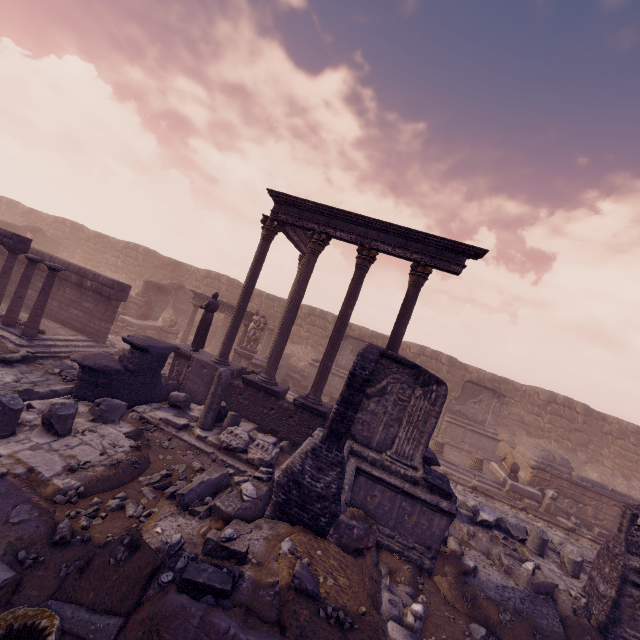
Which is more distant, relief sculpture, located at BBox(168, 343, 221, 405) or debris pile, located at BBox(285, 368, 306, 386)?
debris pile, located at BBox(285, 368, 306, 386)

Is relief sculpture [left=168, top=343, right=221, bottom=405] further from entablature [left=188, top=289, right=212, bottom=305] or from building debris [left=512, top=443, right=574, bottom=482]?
building debris [left=512, top=443, right=574, bottom=482]

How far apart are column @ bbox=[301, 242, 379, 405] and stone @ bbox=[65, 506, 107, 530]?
6.30m

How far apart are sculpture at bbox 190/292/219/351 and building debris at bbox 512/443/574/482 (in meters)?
15.29

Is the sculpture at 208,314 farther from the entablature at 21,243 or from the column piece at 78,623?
the entablature at 21,243

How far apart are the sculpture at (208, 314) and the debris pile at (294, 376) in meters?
6.8

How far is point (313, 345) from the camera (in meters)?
23.30

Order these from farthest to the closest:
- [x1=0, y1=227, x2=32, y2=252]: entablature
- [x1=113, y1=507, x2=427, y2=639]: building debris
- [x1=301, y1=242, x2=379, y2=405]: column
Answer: [x1=0, y1=227, x2=32, y2=252]: entablature, [x1=301, y1=242, x2=379, y2=405]: column, [x1=113, y1=507, x2=427, y2=639]: building debris
